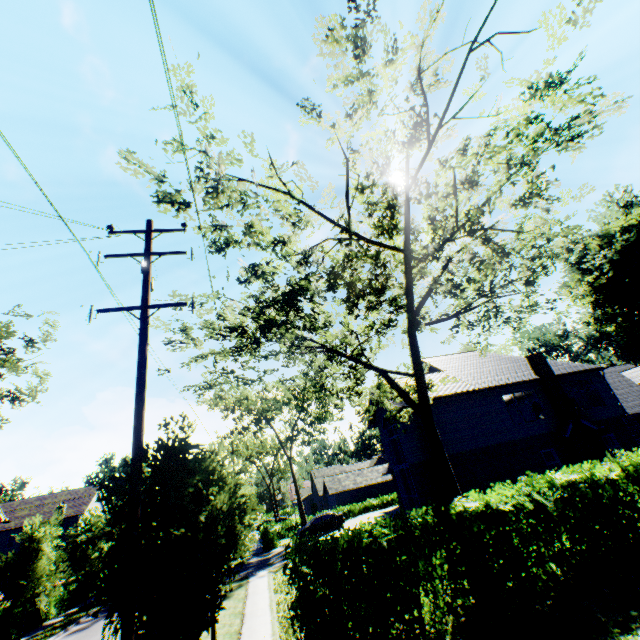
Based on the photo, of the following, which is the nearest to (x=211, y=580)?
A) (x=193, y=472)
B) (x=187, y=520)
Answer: (x=187, y=520)

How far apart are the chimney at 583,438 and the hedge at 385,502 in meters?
28.8

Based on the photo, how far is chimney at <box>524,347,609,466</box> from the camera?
19.9 meters

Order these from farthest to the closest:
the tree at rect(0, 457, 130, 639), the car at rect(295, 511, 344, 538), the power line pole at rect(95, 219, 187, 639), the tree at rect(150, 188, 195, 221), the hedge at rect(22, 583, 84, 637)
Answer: the car at rect(295, 511, 344, 538)
the hedge at rect(22, 583, 84, 637)
the tree at rect(150, 188, 195, 221)
the tree at rect(0, 457, 130, 639)
the power line pole at rect(95, 219, 187, 639)

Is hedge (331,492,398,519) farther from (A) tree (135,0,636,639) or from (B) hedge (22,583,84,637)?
(B) hedge (22,583,84,637)

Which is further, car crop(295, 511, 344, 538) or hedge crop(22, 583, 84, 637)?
car crop(295, 511, 344, 538)

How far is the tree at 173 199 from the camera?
8.7 meters

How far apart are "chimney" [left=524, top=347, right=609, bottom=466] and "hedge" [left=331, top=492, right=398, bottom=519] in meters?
28.8 m
